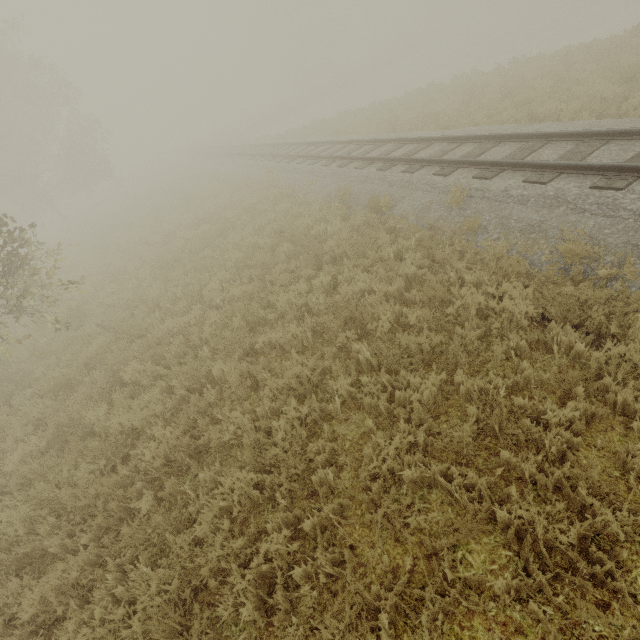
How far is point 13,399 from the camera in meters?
7.6
